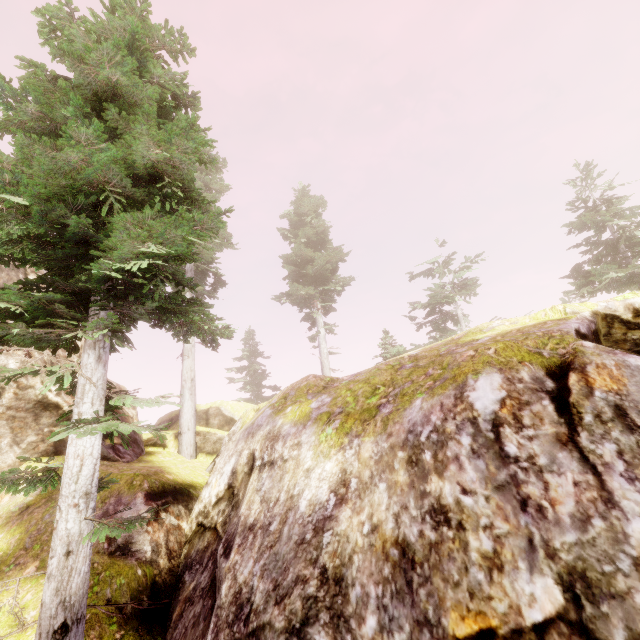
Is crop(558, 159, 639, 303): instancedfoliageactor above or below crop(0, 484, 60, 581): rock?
above

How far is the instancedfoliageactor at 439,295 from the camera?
22.36m

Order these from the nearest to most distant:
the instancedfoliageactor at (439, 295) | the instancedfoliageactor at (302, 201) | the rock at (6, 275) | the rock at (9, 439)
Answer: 1. the rock at (9, 439)
2. the rock at (6, 275)
3. the instancedfoliageactor at (439, 295)
4. the instancedfoliageactor at (302, 201)

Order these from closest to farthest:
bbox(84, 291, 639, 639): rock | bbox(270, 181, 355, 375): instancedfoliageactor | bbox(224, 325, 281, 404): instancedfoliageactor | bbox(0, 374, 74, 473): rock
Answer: bbox(84, 291, 639, 639): rock < bbox(0, 374, 74, 473): rock < bbox(270, 181, 355, 375): instancedfoliageactor < bbox(224, 325, 281, 404): instancedfoliageactor

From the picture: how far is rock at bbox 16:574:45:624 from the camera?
5.8m

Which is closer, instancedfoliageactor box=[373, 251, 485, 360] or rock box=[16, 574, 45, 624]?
rock box=[16, 574, 45, 624]

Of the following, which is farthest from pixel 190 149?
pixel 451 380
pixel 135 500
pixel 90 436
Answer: pixel 135 500

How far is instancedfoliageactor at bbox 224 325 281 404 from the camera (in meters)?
33.88
